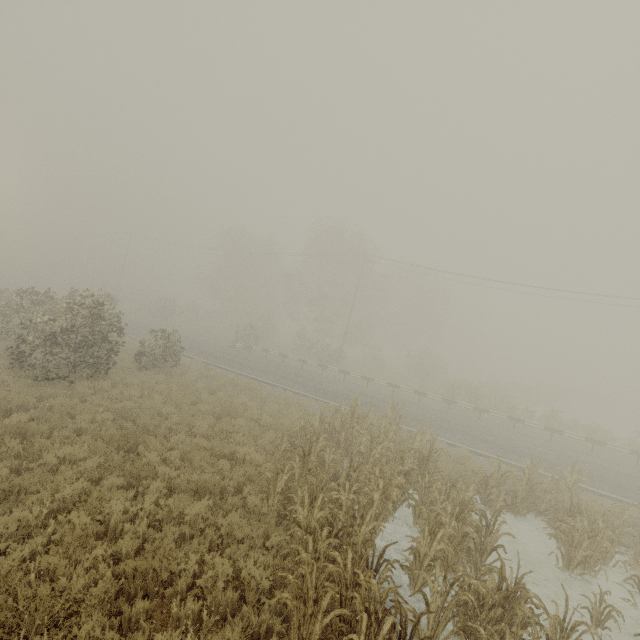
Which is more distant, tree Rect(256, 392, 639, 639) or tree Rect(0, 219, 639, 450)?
tree Rect(0, 219, 639, 450)

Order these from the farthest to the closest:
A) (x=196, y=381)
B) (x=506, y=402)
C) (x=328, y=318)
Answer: (x=328, y=318), (x=506, y=402), (x=196, y=381)

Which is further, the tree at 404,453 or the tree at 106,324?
the tree at 106,324
